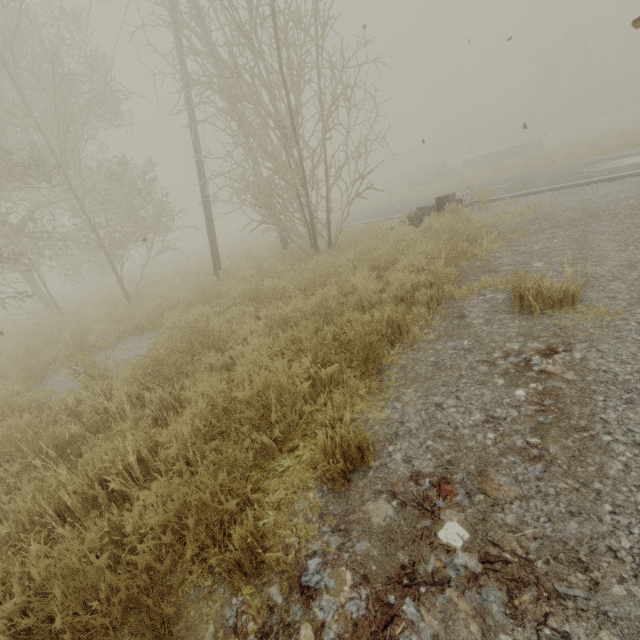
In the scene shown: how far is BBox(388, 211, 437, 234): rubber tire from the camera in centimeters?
869cm

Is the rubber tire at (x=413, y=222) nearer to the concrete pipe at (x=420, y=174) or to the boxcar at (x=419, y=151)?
the concrete pipe at (x=420, y=174)

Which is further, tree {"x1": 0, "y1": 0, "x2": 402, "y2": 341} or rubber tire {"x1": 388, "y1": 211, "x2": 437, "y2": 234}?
rubber tire {"x1": 388, "y1": 211, "x2": 437, "y2": 234}

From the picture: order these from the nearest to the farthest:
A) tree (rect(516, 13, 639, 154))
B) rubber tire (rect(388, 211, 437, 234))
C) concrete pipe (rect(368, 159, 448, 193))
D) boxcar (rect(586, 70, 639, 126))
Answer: rubber tire (rect(388, 211, 437, 234))
tree (rect(516, 13, 639, 154))
concrete pipe (rect(368, 159, 448, 193))
boxcar (rect(586, 70, 639, 126))

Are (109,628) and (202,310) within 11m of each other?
yes

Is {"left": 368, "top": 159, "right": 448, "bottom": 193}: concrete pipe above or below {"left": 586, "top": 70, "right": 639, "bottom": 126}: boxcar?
below

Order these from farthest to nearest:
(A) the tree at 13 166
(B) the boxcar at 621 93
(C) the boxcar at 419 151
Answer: (C) the boxcar at 419 151 → (B) the boxcar at 621 93 → (A) the tree at 13 166

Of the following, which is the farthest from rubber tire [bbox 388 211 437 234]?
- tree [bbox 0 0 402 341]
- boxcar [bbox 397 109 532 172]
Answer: boxcar [bbox 397 109 532 172]
